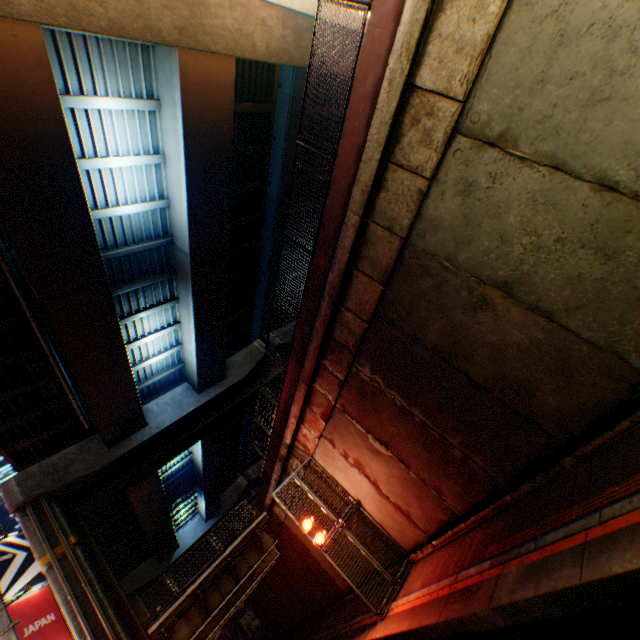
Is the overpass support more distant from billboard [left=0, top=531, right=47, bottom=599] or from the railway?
the railway

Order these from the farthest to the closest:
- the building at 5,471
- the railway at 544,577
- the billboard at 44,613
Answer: the building at 5,471 < the billboard at 44,613 < the railway at 544,577

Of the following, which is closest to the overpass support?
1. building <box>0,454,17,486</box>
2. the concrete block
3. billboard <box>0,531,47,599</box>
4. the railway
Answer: the concrete block

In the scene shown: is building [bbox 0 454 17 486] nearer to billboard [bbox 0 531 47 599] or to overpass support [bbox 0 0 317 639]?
overpass support [bbox 0 0 317 639]

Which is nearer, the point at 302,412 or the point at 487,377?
the point at 487,377

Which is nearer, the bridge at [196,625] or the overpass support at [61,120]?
the overpass support at [61,120]

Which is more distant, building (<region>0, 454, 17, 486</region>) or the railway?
building (<region>0, 454, 17, 486</region>)

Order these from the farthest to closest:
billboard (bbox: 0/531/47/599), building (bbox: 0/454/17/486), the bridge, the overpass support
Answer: building (bbox: 0/454/17/486)
billboard (bbox: 0/531/47/599)
the bridge
the overpass support
